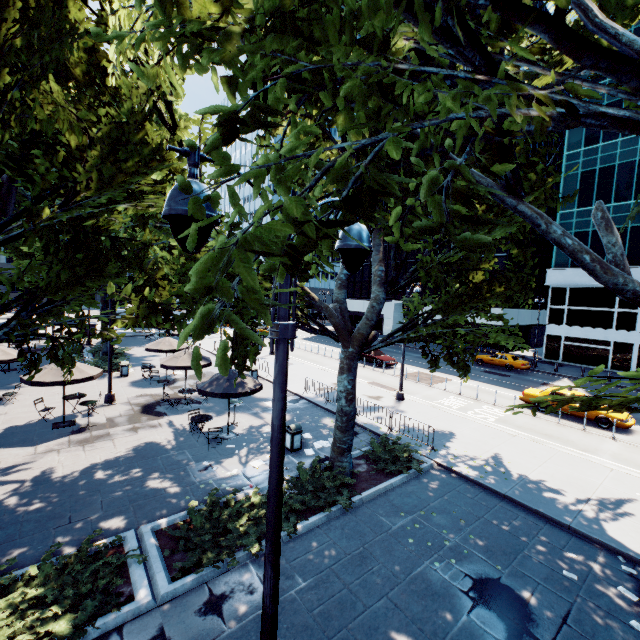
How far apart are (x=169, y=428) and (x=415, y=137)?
15.43m

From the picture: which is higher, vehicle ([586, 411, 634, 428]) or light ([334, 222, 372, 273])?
light ([334, 222, 372, 273])

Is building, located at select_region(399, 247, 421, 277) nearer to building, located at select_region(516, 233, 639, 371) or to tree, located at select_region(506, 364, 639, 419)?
building, located at select_region(516, 233, 639, 371)

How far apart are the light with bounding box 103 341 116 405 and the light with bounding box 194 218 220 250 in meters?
16.6 m

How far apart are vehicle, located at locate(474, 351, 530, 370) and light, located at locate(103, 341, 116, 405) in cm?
3278

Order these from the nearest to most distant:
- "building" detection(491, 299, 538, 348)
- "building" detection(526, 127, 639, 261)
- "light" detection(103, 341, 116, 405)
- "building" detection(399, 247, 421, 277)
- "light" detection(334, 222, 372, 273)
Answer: "light" detection(334, 222, 372, 273) → "light" detection(103, 341, 116, 405) → "building" detection(526, 127, 639, 261) → "building" detection(491, 299, 538, 348) → "building" detection(399, 247, 421, 277)

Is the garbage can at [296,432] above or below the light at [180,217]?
below

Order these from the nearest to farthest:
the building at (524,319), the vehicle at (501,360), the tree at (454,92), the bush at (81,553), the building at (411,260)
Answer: the tree at (454,92) → the bush at (81,553) → the vehicle at (501,360) → the building at (524,319) → the building at (411,260)
